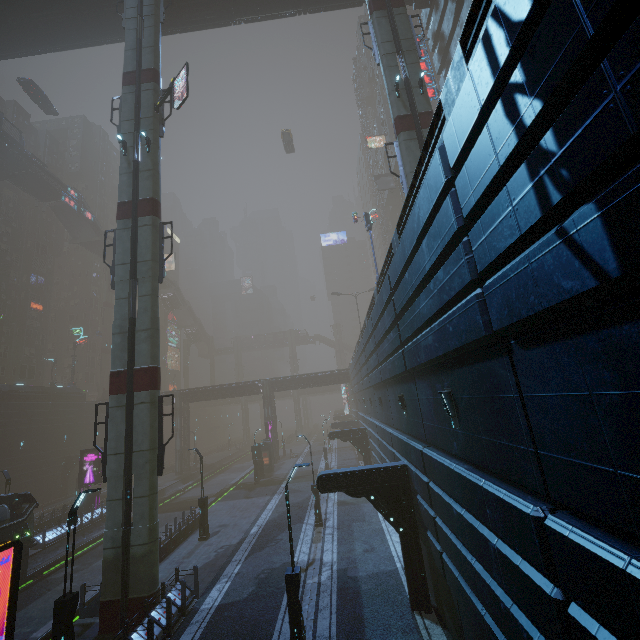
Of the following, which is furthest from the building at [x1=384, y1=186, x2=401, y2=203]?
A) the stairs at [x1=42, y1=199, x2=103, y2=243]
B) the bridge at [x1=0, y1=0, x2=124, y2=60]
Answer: the stairs at [x1=42, y1=199, x2=103, y2=243]

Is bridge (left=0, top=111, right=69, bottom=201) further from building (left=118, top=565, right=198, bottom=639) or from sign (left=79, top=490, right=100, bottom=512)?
sign (left=79, top=490, right=100, bottom=512)

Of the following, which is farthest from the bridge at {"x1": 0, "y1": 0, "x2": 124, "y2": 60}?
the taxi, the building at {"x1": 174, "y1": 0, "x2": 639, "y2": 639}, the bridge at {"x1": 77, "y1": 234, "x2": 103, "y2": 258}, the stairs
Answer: the bridge at {"x1": 77, "y1": 234, "x2": 103, "y2": 258}

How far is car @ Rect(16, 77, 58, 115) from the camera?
36.69m

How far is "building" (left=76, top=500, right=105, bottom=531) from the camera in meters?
26.5 m

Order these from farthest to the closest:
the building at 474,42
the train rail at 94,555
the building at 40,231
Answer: the building at 40,231 < the train rail at 94,555 < the building at 474,42

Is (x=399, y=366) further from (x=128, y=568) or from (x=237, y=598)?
(x=128, y=568)

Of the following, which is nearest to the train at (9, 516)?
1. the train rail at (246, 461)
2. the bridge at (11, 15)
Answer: the train rail at (246, 461)
